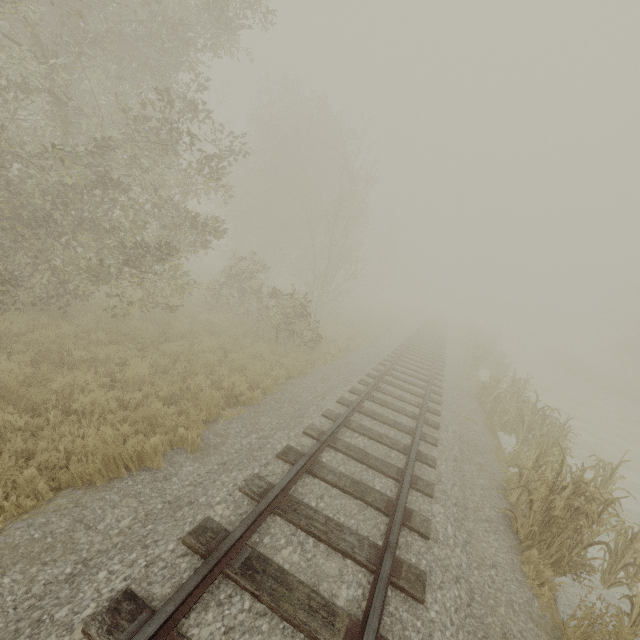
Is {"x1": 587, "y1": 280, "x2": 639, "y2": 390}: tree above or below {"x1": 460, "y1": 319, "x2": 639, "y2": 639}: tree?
above

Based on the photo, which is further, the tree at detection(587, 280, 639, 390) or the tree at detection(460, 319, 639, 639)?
the tree at detection(587, 280, 639, 390)

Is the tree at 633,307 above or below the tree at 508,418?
above

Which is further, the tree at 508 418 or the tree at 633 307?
the tree at 633 307

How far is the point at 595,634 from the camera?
4.6m
